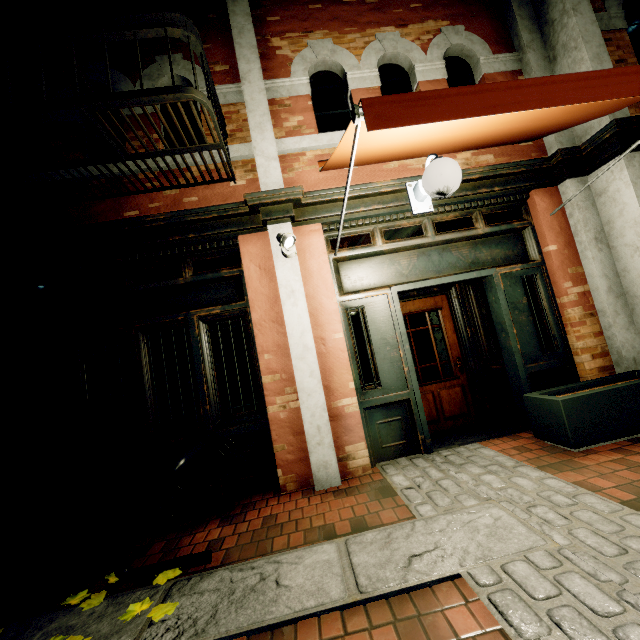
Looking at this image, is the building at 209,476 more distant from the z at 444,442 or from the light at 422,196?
the light at 422,196

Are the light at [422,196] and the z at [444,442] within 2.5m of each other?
no

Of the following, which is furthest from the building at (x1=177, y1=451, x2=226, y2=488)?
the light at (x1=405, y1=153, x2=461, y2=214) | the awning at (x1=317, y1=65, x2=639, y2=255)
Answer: the light at (x1=405, y1=153, x2=461, y2=214)

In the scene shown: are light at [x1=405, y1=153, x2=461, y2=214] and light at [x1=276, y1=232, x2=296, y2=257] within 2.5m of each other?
yes

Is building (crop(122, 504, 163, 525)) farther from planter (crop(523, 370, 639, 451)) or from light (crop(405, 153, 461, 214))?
light (crop(405, 153, 461, 214))

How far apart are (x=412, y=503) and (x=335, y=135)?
4.29m

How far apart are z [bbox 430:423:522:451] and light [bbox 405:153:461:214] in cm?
306

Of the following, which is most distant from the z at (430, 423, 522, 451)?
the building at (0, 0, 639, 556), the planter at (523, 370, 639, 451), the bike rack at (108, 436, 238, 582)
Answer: the bike rack at (108, 436, 238, 582)
